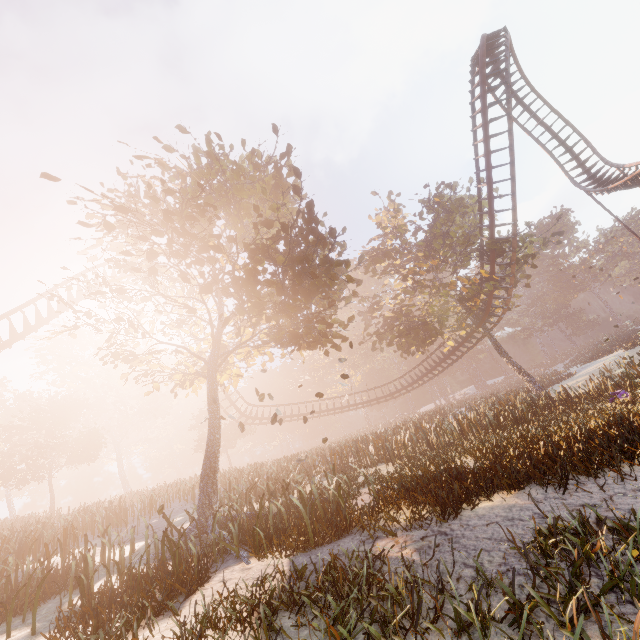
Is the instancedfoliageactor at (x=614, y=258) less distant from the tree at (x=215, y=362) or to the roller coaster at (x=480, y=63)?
the tree at (x=215, y=362)

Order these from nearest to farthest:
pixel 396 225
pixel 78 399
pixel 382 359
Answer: pixel 396 225, pixel 78 399, pixel 382 359

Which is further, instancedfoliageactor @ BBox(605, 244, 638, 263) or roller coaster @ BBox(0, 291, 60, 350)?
instancedfoliageactor @ BBox(605, 244, 638, 263)

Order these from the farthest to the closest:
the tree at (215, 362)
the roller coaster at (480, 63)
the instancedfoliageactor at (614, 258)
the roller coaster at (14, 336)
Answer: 1. the instancedfoliageactor at (614, 258)
2. the roller coaster at (480, 63)
3. the roller coaster at (14, 336)
4. the tree at (215, 362)

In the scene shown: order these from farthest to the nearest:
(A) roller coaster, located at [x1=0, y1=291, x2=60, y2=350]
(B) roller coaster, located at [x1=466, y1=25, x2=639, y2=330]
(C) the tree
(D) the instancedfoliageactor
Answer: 1. (D) the instancedfoliageactor
2. (B) roller coaster, located at [x1=466, y1=25, x2=639, y2=330]
3. (A) roller coaster, located at [x1=0, y1=291, x2=60, y2=350]
4. (C) the tree

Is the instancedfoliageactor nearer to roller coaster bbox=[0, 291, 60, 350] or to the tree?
the tree

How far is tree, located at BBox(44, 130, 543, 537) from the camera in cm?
1002
